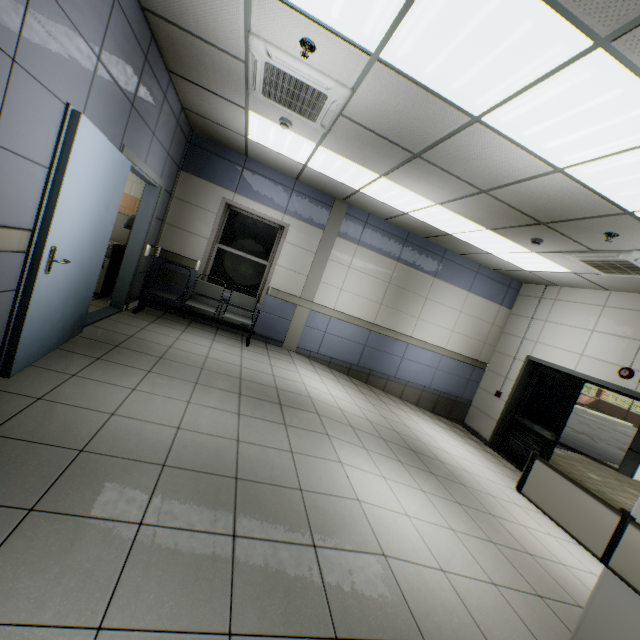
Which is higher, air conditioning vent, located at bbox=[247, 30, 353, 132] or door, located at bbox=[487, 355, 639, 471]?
air conditioning vent, located at bbox=[247, 30, 353, 132]

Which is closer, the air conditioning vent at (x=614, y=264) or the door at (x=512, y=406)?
the air conditioning vent at (x=614, y=264)

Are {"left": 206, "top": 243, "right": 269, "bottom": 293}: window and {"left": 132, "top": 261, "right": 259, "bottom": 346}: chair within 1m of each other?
yes

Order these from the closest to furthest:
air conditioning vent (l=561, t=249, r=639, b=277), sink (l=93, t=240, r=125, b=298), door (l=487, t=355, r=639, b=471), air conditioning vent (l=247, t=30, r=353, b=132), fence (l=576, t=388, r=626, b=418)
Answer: air conditioning vent (l=247, t=30, r=353, b=132) → air conditioning vent (l=561, t=249, r=639, b=277) → sink (l=93, t=240, r=125, b=298) → door (l=487, t=355, r=639, b=471) → fence (l=576, t=388, r=626, b=418)

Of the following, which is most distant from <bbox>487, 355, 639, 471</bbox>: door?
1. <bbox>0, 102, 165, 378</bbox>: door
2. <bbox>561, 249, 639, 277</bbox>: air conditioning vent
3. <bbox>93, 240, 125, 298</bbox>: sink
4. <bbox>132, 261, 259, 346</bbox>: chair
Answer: <bbox>93, 240, 125, 298</bbox>: sink

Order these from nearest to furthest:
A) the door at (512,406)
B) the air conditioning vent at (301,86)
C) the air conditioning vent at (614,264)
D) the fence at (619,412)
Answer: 1. the air conditioning vent at (301,86)
2. the air conditioning vent at (614,264)
3. the door at (512,406)
4. the fence at (619,412)

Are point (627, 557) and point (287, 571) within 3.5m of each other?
yes

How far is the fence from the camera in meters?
31.1 m
